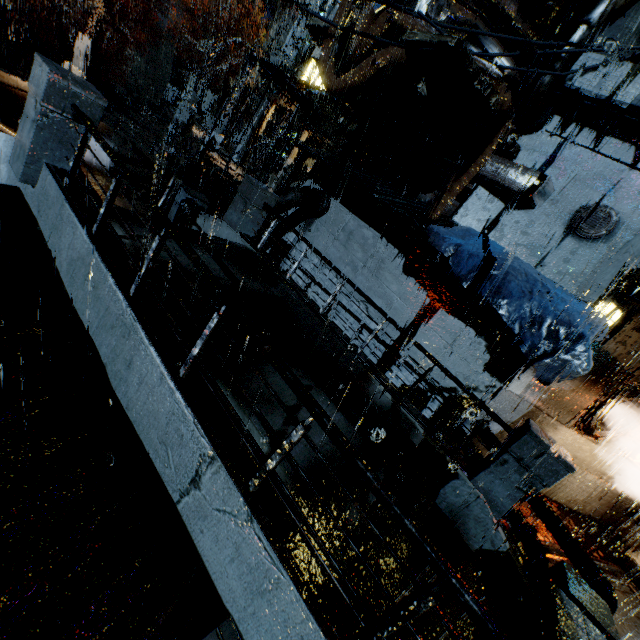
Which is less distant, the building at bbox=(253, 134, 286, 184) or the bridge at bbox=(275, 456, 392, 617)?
the bridge at bbox=(275, 456, 392, 617)

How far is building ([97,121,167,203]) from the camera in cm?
1375

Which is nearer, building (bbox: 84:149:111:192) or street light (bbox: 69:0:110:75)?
building (bbox: 84:149:111:192)

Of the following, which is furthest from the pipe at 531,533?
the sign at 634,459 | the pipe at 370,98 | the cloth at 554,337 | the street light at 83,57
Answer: the street light at 83,57

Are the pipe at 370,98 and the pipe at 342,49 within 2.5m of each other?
yes

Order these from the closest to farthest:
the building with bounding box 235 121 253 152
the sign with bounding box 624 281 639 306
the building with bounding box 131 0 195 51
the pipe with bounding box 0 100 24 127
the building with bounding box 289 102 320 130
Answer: the sign with bounding box 624 281 639 306 → the pipe with bounding box 0 100 24 127 → the building with bounding box 289 102 320 130 → the building with bounding box 235 121 253 152 → the building with bounding box 131 0 195 51

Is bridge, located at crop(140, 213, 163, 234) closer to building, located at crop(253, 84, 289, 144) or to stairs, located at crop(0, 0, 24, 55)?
building, located at crop(253, 84, 289, 144)

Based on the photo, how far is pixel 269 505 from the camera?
3.1m
